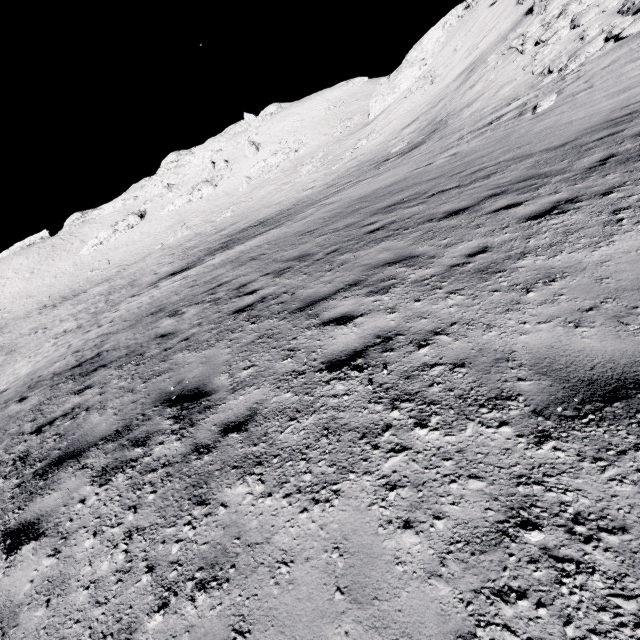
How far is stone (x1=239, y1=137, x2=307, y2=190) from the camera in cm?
4991

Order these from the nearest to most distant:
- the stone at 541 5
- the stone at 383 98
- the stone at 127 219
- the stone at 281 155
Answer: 1. the stone at 541 5
2. the stone at 383 98
3. the stone at 281 155
4. the stone at 127 219

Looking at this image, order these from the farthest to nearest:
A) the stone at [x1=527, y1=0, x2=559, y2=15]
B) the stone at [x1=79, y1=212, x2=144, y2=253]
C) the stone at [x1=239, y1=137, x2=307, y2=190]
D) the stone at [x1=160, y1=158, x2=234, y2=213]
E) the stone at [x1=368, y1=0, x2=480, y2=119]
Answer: the stone at [x1=79, y1=212, x2=144, y2=253], the stone at [x1=160, y1=158, x2=234, y2=213], the stone at [x1=239, y1=137, x2=307, y2=190], the stone at [x1=368, y1=0, x2=480, y2=119], the stone at [x1=527, y1=0, x2=559, y2=15]

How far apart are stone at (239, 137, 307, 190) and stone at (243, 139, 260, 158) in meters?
3.5 m

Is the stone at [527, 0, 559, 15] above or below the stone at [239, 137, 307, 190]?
above

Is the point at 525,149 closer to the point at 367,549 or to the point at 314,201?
the point at 367,549

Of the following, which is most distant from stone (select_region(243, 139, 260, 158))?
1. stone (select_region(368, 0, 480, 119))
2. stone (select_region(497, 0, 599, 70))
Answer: stone (select_region(497, 0, 599, 70))

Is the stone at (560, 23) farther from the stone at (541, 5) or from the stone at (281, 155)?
the stone at (281, 155)
